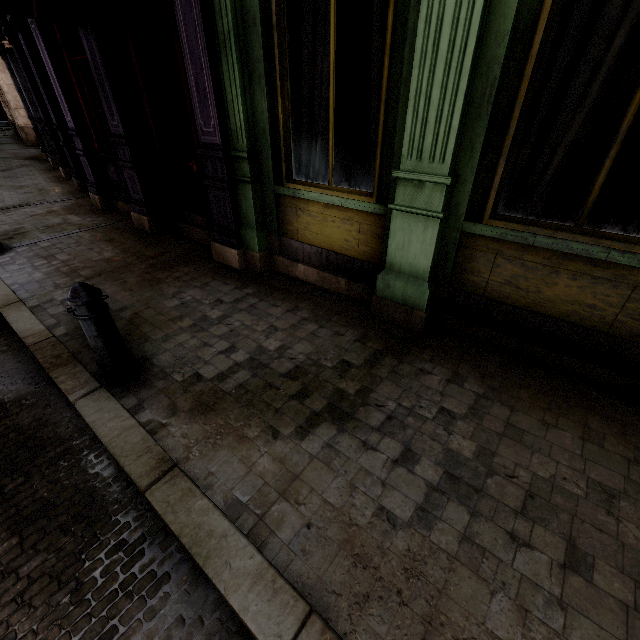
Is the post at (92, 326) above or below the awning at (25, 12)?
below

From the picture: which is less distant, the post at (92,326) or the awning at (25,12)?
the post at (92,326)

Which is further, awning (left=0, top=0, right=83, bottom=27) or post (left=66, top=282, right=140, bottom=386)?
awning (left=0, top=0, right=83, bottom=27)

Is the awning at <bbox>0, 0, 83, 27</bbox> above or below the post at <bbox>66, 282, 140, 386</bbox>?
above

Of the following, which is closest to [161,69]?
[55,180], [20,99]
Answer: [55,180]

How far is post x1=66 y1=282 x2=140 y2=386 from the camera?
2.5m
